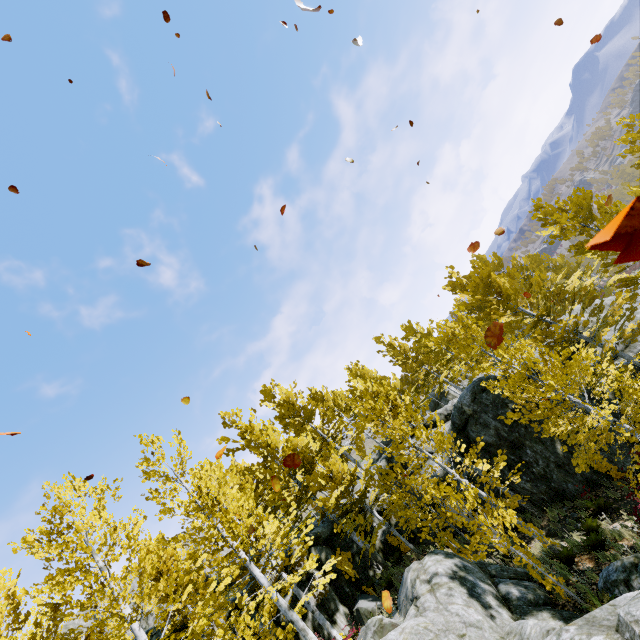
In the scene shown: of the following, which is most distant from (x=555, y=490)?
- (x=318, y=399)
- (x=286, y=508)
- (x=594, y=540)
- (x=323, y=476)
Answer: (x=318, y=399)

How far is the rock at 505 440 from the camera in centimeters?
1309cm

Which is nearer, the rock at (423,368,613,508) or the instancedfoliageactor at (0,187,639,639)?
the instancedfoliageactor at (0,187,639,639)

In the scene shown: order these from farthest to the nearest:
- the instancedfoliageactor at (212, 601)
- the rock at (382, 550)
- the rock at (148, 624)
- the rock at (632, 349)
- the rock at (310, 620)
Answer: the rock at (382, 550)
the rock at (632, 349)
the rock at (310, 620)
the rock at (148, 624)
the instancedfoliageactor at (212, 601)

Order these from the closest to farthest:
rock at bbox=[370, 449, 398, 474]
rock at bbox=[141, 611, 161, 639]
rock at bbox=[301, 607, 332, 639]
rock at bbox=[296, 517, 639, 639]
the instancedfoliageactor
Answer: rock at bbox=[296, 517, 639, 639] → the instancedfoliageactor → rock at bbox=[141, 611, 161, 639] → rock at bbox=[301, 607, 332, 639] → rock at bbox=[370, 449, 398, 474]

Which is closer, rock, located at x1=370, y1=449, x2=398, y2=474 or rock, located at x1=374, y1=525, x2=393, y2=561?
rock, located at x1=374, y1=525, x2=393, y2=561
